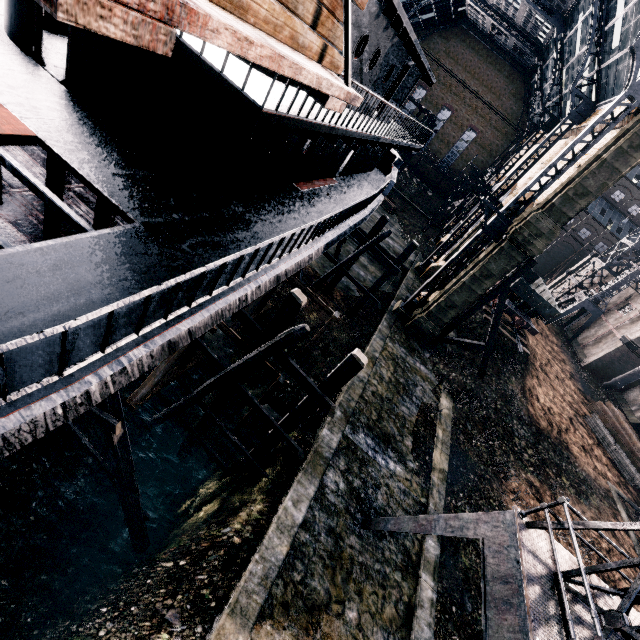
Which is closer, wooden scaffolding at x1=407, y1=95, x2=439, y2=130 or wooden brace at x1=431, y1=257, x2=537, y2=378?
wooden brace at x1=431, y1=257, x2=537, y2=378

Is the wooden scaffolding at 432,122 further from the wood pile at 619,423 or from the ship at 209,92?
the wood pile at 619,423

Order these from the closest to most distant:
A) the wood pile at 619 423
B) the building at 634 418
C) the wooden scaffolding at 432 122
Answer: the wood pile at 619 423 < the wooden scaffolding at 432 122 < the building at 634 418

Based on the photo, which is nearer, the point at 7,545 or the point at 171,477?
the point at 7,545

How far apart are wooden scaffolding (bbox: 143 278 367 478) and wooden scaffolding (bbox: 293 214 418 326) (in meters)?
13.19

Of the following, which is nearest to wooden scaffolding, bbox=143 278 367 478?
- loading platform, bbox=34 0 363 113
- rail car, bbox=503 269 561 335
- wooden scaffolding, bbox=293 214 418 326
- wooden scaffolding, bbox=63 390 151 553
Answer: wooden scaffolding, bbox=63 390 151 553

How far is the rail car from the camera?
30.1 meters

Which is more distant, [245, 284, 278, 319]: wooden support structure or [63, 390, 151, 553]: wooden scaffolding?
[245, 284, 278, 319]: wooden support structure
